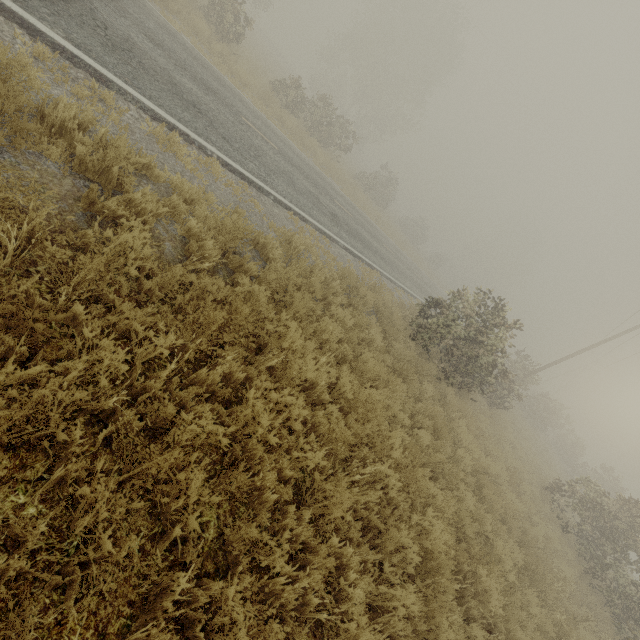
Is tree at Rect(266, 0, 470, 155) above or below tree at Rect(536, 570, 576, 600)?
above

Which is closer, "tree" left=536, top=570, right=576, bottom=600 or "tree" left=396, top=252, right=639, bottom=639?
"tree" left=536, top=570, right=576, bottom=600

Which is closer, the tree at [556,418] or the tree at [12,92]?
the tree at [12,92]

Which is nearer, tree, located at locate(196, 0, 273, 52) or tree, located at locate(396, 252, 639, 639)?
tree, located at locate(396, 252, 639, 639)

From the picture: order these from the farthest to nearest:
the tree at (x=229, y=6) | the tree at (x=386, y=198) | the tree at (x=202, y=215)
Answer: the tree at (x=386, y=198), the tree at (x=229, y=6), the tree at (x=202, y=215)

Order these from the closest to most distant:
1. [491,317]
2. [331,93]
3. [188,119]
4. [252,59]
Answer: [188,119] < [491,317] < [252,59] < [331,93]

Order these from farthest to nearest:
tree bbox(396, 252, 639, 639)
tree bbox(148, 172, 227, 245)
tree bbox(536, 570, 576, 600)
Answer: tree bbox(396, 252, 639, 639) → tree bbox(536, 570, 576, 600) → tree bbox(148, 172, 227, 245)
